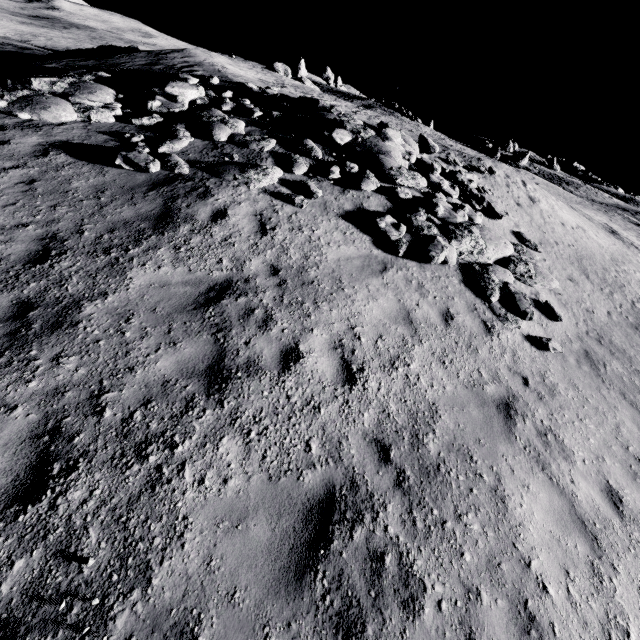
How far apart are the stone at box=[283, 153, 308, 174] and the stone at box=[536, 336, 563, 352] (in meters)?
7.87

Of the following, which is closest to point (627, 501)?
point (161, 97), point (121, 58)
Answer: point (161, 97)

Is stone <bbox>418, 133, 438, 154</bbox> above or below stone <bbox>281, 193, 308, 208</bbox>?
above

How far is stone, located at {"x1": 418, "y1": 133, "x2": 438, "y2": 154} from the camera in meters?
13.5

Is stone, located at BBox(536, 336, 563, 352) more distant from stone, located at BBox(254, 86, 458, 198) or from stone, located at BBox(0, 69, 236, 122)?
stone, located at BBox(0, 69, 236, 122)

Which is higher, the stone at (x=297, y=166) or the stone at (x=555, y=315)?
the stone at (x=297, y=166)

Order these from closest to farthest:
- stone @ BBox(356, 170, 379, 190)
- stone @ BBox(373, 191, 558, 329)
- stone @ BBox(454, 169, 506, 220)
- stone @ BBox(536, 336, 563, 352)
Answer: stone @ BBox(536, 336, 563, 352)
stone @ BBox(373, 191, 558, 329)
stone @ BBox(356, 170, 379, 190)
stone @ BBox(454, 169, 506, 220)

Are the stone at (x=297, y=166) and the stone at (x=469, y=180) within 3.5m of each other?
no
